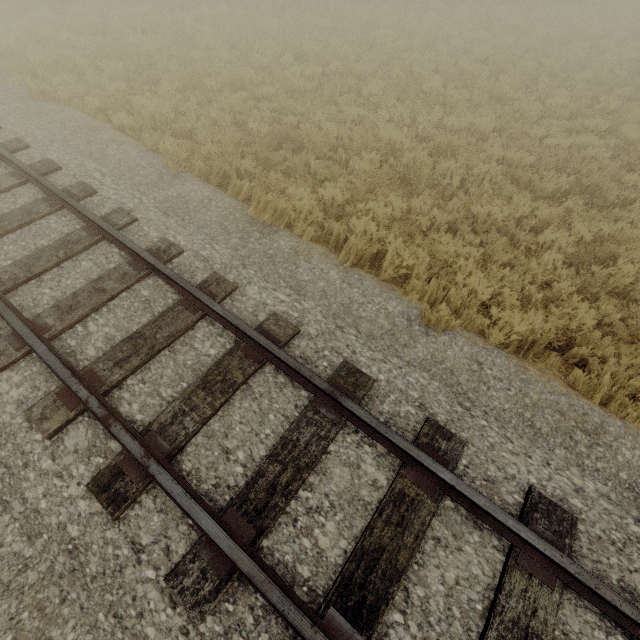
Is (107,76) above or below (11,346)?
below
